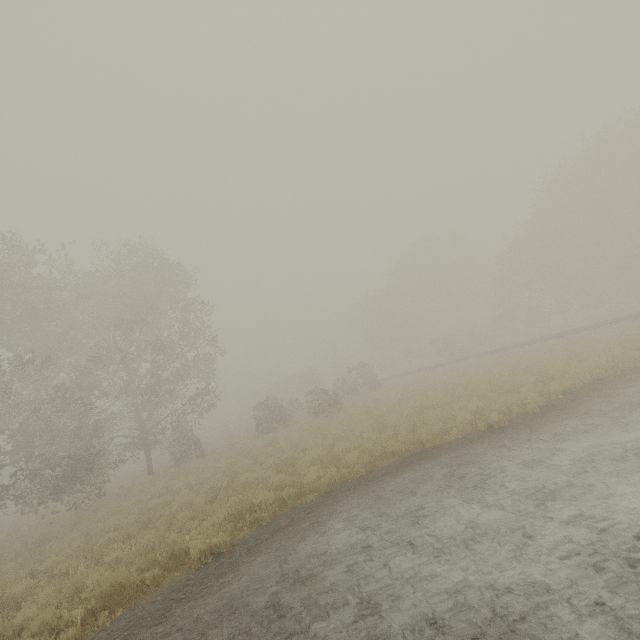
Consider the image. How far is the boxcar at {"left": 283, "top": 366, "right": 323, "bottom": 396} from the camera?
53.8 meters

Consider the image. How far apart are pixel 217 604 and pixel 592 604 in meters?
5.9 m

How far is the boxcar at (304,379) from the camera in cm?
5378
